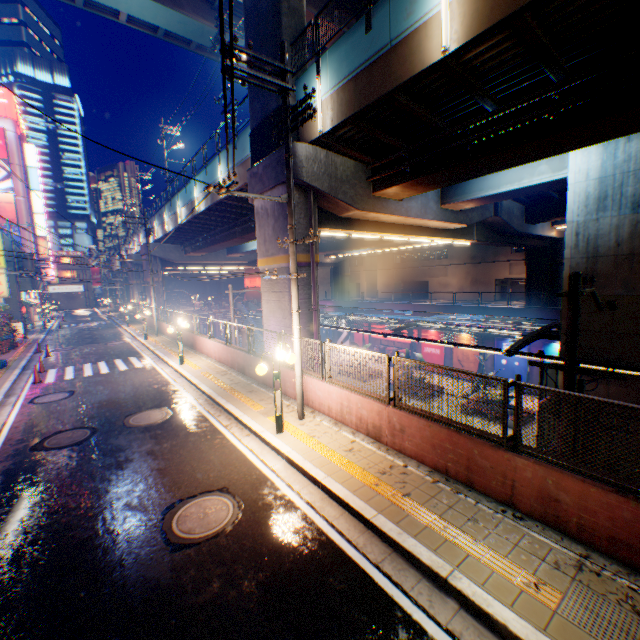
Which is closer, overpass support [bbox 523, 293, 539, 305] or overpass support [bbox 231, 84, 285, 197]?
overpass support [bbox 231, 84, 285, 197]

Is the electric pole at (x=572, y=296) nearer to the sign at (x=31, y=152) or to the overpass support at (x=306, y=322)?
the overpass support at (x=306, y=322)

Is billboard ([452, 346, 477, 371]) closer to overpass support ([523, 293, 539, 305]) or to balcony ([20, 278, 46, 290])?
overpass support ([523, 293, 539, 305])

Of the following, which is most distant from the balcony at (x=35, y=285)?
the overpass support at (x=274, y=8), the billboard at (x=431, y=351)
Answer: the billboard at (x=431, y=351)

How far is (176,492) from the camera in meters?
6.6

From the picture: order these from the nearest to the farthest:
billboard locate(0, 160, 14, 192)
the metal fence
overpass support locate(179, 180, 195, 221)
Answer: the metal fence, overpass support locate(179, 180, 195, 221), billboard locate(0, 160, 14, 192)

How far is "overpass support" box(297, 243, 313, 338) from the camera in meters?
13.3 m

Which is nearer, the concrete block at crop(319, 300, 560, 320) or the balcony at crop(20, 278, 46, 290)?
the concrete block at crop(319, 300, 560, 320)
